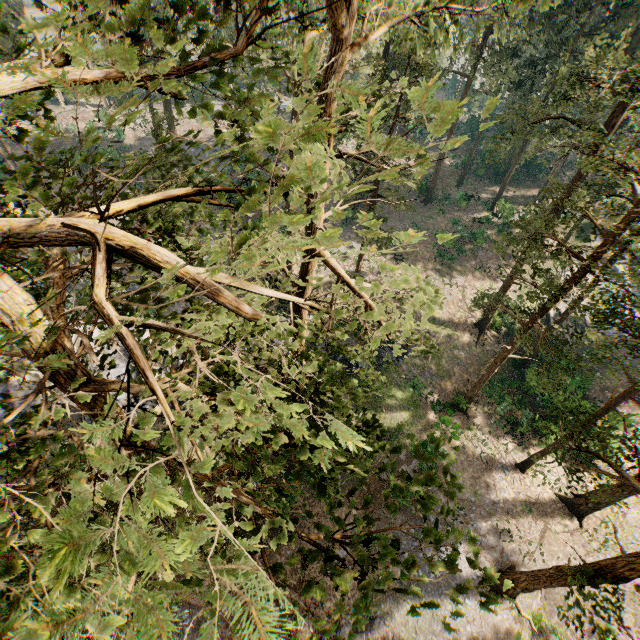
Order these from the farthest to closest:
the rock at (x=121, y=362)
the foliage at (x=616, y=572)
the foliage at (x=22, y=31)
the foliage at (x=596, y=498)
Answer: the rock at (x=121, y=362)
the foliage at (x=596, y=498)
the foliage at (x=616, y=572)
the foliage at (x=22, y=31)

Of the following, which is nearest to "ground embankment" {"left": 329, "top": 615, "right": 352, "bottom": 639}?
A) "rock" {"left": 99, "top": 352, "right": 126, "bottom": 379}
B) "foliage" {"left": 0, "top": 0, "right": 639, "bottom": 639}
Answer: "foliage" {"left": 0, "top": 0, "right": 639, "bottom": 639}

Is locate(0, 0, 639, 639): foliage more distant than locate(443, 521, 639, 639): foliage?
No

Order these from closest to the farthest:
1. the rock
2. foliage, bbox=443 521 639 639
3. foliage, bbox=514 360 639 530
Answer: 1. foliage, bbox=443 521 639 639
2. foliage, bbox=514 360 639 530
3. the rock

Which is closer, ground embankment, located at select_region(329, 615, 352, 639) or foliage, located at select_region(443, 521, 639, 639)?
foliage, located at select_region(443, 521, 639, 639)

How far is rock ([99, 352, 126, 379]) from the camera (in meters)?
25.50

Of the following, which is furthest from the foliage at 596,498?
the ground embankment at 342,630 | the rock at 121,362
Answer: the rock at 121,362

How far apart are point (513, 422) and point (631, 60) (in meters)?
34.86
